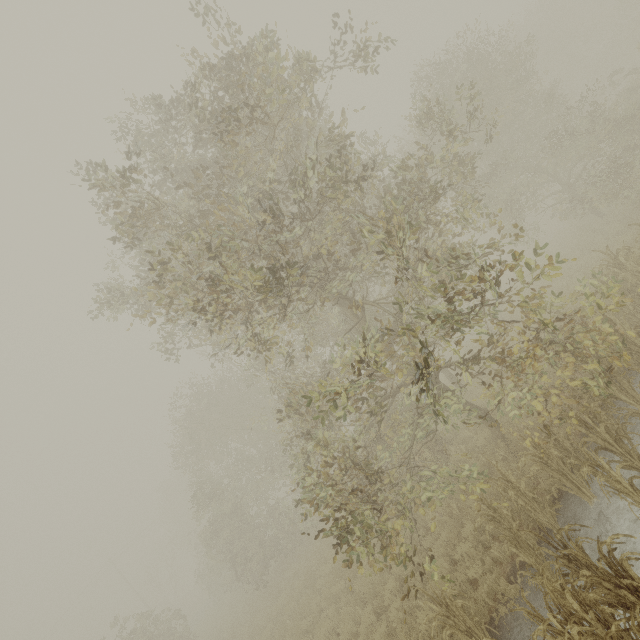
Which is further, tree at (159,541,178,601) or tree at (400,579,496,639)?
tree at (159,541,178,601)

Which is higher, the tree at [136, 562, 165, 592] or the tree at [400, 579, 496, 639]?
the tree at [136, 562, 165, 592]

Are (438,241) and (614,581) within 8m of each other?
no

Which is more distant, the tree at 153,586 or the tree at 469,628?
the tree at 153,586

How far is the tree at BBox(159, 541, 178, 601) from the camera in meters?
41.1 m

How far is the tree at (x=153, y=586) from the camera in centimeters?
4117cm
